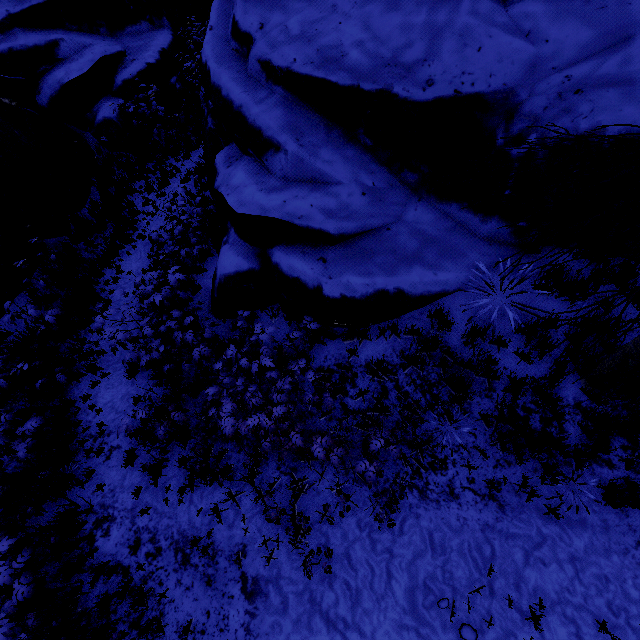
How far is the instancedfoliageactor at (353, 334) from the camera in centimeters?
521cm

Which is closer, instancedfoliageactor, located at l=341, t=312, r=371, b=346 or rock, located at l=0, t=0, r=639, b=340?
rock, located at l=0, t=0, r=639, b=340

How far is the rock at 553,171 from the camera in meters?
4.4

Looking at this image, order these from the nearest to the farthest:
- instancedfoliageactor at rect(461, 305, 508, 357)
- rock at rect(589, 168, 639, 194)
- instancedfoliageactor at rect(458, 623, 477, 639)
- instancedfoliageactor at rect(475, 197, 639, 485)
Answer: instancedfoliageactor at rect(475, 197, 639, 485) → instancedfoliageactor at rect(458, 623, 477, 639) → rock at rect(589, 168, 639, 194) → instancedfoliageactor at rect(461, 305, 508, 357)

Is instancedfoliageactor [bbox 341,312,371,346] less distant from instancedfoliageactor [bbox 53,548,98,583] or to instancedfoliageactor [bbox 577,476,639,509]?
instancedfoliageactor [bbox 577,476,639,509]

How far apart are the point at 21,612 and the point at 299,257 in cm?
561

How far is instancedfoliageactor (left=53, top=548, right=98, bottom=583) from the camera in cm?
415

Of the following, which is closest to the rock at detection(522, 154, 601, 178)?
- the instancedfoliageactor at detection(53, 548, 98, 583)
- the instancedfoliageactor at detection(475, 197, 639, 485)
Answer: the instancedfoliageactor at detection(475, 197, 639, 485)
